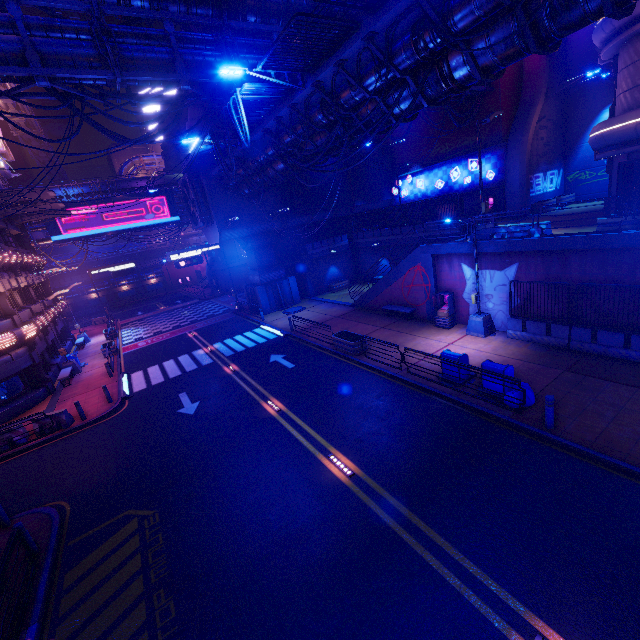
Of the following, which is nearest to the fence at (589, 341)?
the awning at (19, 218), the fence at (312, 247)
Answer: the fence at (312, 247)

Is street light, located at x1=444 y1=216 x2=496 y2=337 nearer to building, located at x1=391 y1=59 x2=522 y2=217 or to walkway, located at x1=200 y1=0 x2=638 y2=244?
walkway, located at x1=200 y1=0 x2=638 y2=244

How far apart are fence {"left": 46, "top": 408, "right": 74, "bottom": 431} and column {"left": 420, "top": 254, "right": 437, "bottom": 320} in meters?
20.3

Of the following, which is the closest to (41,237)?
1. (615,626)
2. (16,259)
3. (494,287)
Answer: (16,259)

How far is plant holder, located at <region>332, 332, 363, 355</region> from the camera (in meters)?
16.88

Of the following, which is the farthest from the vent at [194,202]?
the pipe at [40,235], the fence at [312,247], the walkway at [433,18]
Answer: the pipe at [40,235]

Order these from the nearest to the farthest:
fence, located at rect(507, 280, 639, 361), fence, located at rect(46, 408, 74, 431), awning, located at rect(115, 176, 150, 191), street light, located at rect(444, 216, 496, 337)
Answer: fence, located at rect(507, 280, 639, 361) < street light, located at rect(444, 216, 496, 337) < fence, located at rect(46, 408, 74, 431) < awning, located at rect(115, 176, 150, 191)

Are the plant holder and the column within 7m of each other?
yes
